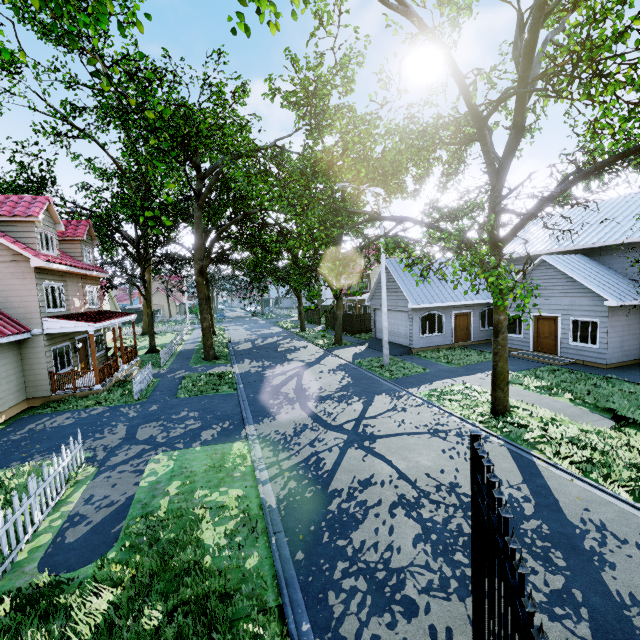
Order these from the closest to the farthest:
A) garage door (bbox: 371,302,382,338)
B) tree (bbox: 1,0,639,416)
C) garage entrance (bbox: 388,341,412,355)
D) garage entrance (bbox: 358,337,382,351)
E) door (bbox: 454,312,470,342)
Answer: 1. tree (bbox: 1,0,639,416)
2. garage entrance (bbox: 388,341,412,355)
3. door (bbox: 454,312,470,342)
4. garage entrance (bbox: 358,337,382,351)
5. garage door (bbox: 371,302,382,338)

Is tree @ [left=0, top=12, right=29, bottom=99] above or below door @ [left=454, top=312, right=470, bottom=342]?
above

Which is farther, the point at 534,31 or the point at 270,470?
the point at 270,470

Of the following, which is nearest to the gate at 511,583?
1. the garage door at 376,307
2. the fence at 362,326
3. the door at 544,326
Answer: the door at 544,326

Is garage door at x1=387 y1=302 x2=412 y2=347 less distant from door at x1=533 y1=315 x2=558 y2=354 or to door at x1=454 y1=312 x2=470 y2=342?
door at x1=454 y1=312 x2=470 y2=342

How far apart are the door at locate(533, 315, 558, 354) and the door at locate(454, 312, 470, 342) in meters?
4.4 m

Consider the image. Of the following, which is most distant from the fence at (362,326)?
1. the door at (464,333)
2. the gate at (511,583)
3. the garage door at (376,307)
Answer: the gate at (511,583)

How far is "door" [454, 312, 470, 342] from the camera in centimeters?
2231cm
